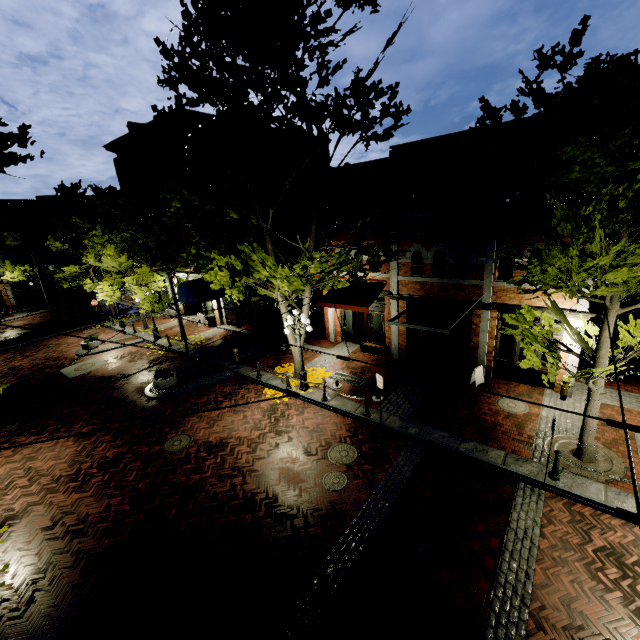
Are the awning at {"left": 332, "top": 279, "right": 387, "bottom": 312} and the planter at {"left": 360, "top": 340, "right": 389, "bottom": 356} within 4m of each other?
yes

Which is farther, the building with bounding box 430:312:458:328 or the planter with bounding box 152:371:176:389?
the planter with bounding box 152:371:176:389

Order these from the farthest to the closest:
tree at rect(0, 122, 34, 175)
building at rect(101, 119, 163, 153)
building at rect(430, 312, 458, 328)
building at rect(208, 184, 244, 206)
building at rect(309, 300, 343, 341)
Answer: building at rect(208, 184, 244, 206) → building at rect(101, 119, 163, 153) → building at rect(309, 300, 343, 341) → building at rect(430, 312, 458, 328) → tree at rect(0, 122, 34, 175)

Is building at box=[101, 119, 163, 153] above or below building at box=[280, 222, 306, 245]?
above

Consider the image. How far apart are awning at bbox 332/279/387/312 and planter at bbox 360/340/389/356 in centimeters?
216cm

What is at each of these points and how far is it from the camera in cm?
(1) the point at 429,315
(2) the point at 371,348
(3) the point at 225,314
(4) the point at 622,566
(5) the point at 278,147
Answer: (1) building, 1495
(2) planter, 1686
(3) building, 2378
(4) z, 663
(5) building, 2611

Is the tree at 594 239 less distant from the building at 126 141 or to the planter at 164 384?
the building at 126 141

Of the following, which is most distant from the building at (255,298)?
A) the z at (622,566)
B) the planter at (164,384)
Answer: the planter at (164,384)
